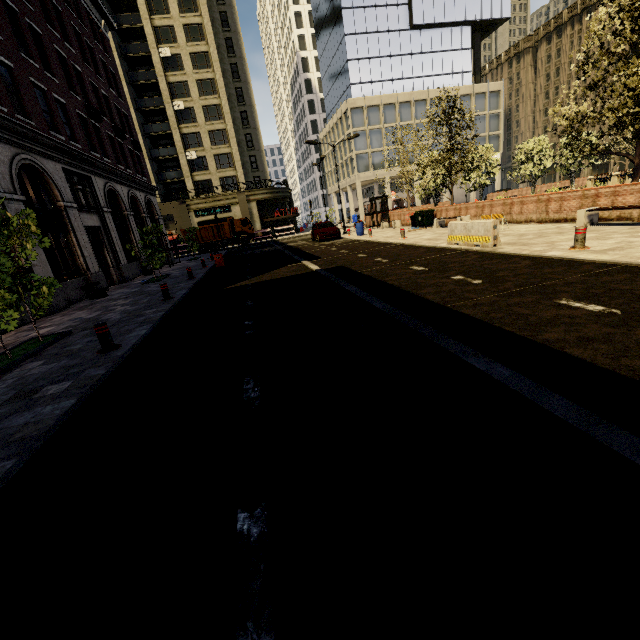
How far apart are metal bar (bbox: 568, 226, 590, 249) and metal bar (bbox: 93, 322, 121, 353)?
11.0 meters

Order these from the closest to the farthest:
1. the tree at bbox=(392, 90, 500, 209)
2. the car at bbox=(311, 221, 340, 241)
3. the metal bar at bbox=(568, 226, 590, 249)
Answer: the metal bar at bbox=(568, 226, 590, 249)
the tree at bbox=(392, 90, 500, 209)
the car at bbox=(311, 221, 340, 241)

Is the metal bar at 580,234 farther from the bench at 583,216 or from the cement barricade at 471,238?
the bench at 583,216

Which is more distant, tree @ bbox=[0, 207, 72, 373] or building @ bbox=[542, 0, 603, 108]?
building @ bbox=[542, 0, 603, 108]

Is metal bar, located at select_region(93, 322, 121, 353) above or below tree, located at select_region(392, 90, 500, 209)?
below

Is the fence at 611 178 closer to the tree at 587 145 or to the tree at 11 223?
the tree at 587 145

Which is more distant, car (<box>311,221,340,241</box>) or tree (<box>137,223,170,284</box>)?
car (<box>311,221,340,241</box>)

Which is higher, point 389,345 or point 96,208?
point 96,208
